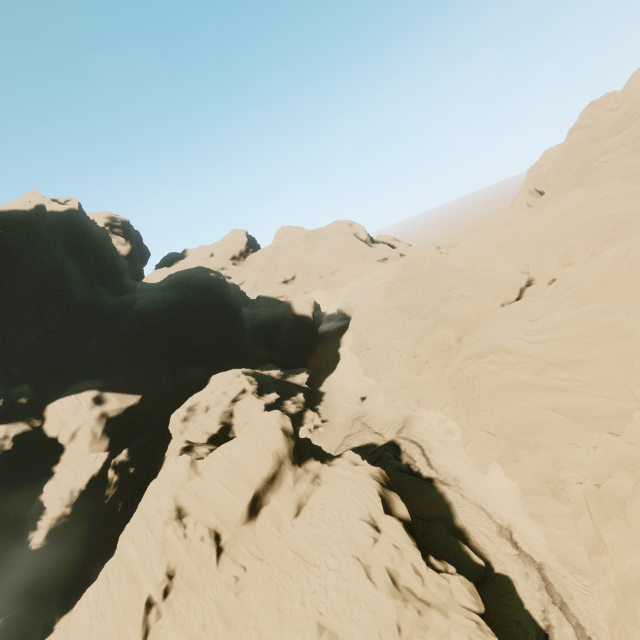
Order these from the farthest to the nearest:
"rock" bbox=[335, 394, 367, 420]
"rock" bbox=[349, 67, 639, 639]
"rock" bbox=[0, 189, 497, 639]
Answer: "rock" bbox=[335, 394, 367, 420] → "rock" bbox=[0, 189, 497, 639] → "rock" bbox=[349, 67, 639, 639]

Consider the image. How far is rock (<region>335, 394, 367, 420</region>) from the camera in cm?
4316

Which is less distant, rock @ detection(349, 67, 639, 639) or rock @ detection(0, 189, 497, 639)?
rock @ detection(349, 67, 639, 639)

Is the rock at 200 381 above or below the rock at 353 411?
above

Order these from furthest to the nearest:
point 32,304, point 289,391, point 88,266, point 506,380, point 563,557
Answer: point 88,266 → point 289,391 → point 32,304 → point 506,380 → point 563,557

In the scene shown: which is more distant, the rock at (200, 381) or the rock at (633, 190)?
the rock at (200, 381)

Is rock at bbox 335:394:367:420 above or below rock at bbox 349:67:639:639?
below
